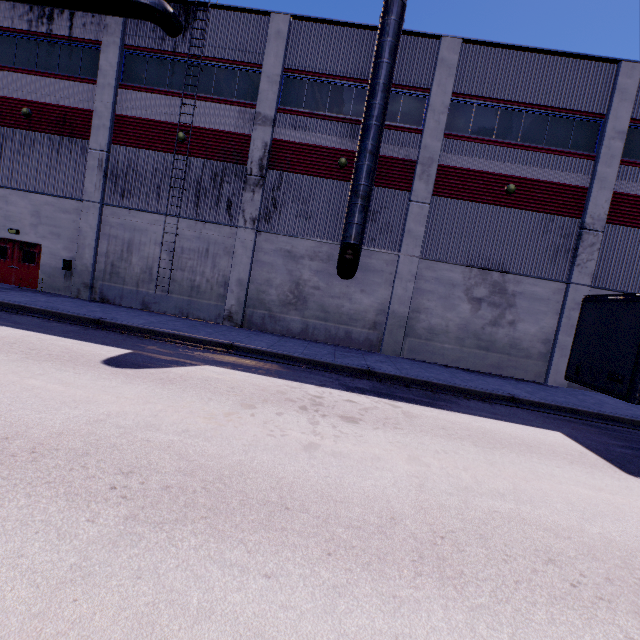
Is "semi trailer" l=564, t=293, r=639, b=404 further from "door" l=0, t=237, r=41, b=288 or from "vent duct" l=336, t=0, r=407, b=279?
"door" l=0, t=237, r=41, b=288

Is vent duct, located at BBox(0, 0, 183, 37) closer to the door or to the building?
the building

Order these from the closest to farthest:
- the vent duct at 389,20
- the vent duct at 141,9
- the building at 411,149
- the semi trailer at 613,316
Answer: the semi trailer at 613,316
the vent duct at 389,20
the vent duct at 141,9
the building at 411,149

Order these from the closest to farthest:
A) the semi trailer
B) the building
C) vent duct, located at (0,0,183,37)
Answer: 1. the semi trailer
2. vent duct, located at (0,0,183,37)
3. the building

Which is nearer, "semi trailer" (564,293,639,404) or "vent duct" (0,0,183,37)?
"semi trailer" (564,293,639,404)

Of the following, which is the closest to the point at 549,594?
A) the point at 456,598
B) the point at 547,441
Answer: the point at 456,598

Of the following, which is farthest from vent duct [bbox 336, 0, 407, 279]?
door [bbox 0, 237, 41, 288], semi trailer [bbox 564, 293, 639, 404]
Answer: door [bbox 0, 237, 41, 288]

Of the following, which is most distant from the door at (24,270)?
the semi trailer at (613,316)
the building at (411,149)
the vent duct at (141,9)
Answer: the semi trailer at (613,316)
